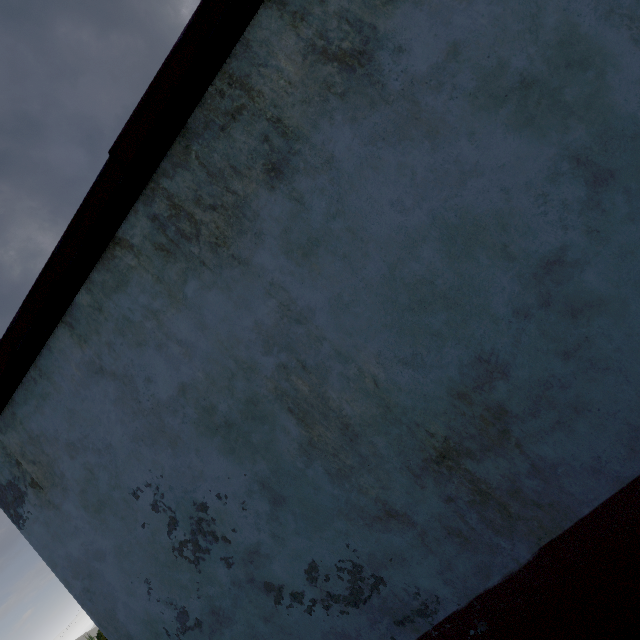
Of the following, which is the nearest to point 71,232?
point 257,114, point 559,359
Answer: point 257,114
